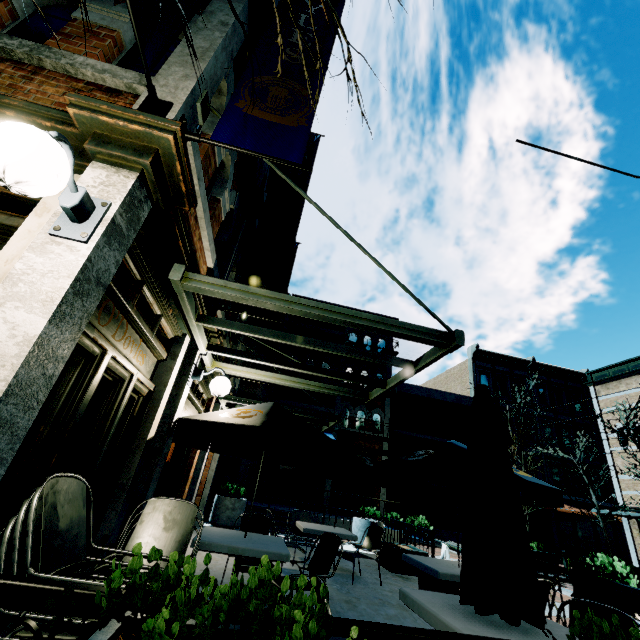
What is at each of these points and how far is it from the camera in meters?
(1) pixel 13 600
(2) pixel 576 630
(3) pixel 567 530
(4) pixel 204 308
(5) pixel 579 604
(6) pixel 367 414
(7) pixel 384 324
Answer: (1) railing, 1.2 m
(2) plant, 1.4 m
(3) building, 21.6 m
(4) building, 4.4 m
(5) chair, 2.9 m
(6) building, 18.1 m
(7) awning, 3.3 m

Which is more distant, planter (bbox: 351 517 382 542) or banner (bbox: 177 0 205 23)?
planter (bbox: 351 517 382 542)

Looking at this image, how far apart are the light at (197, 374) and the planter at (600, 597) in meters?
5.8 m

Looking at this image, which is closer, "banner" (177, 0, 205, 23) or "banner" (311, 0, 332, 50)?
"banner" (177, 0, 205, 23)

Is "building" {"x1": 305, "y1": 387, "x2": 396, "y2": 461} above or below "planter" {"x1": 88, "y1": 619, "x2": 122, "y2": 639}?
above

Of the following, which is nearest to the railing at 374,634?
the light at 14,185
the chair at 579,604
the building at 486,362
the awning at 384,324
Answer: the chair at 579,604

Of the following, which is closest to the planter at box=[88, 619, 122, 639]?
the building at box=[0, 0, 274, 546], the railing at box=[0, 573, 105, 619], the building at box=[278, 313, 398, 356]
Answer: Result: the railing at box=[0, 573, 105, 619]

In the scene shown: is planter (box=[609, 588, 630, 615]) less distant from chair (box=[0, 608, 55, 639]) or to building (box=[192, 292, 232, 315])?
chair (box=[0, 608, 55, 639])
